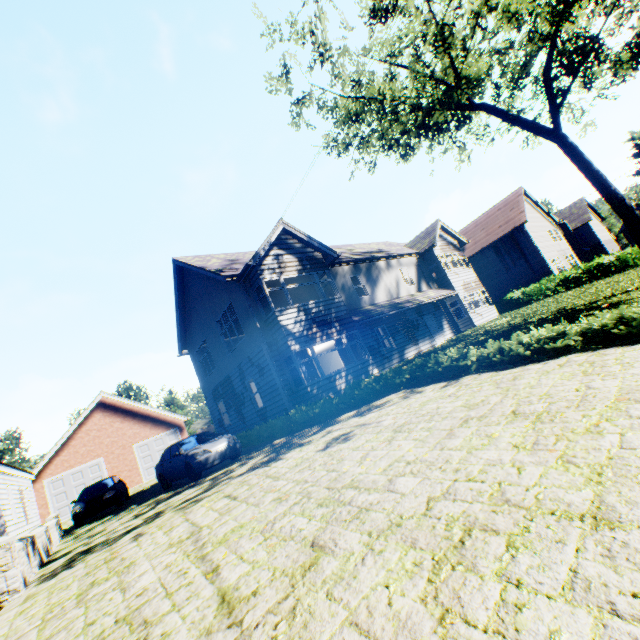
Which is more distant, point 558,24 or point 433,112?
point 433,112

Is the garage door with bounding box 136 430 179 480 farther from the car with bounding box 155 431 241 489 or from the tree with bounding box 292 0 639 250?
→ the tree with bounding box 292 0 639 250

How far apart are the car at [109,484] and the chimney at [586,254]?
61.89m

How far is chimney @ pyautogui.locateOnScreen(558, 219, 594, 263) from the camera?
48.2m

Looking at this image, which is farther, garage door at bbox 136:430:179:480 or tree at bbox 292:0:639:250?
garage door at bbox 136:430:179:480

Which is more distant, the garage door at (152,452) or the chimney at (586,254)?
the chimney at (586,254)

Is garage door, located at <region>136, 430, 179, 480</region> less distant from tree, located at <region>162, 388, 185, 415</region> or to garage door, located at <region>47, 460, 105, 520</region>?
garage door, located at <region>47, 460, 105, 520</region>

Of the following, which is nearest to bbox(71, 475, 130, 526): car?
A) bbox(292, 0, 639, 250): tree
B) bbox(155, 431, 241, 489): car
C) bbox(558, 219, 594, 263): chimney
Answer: bbox(155, 431, 241, 489): car
